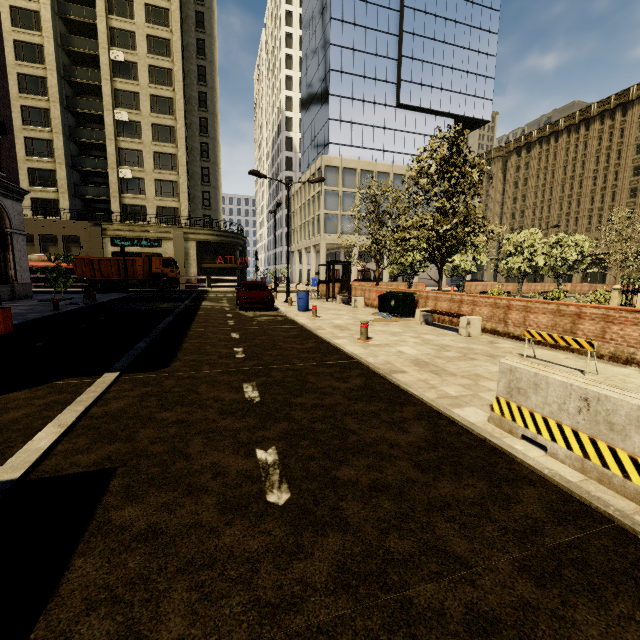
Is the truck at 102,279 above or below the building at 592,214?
below

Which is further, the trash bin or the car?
the car

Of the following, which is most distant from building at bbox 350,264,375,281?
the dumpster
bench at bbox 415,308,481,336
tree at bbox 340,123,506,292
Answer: bench at bbox 415,308,481,336

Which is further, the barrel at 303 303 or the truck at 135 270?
the truck at 135 270

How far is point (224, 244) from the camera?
39.3 meters

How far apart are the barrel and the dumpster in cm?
362

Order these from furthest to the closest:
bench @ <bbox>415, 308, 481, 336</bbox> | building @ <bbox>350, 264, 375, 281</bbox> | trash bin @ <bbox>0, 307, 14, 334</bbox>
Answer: building @ <bbox>350, 264, 375, 281</bbox>, bench @ <bbox>415, 308, 481, 336</bbox>, trash bin @ <bbox>0, 307, 14, 334</bbox>

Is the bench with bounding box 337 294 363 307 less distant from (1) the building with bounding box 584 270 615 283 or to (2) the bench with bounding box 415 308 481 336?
(2) the bench with bounding box 415 308 481 336
